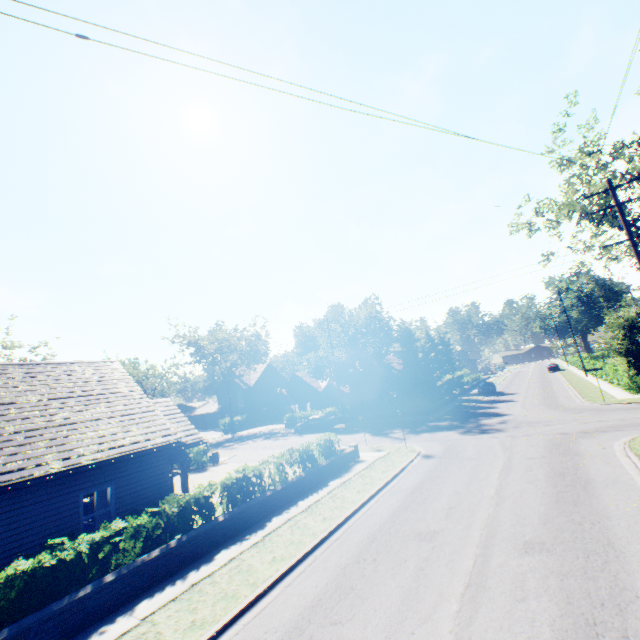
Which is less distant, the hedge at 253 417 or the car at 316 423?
the car at 316 423

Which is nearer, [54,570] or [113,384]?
[54,570]

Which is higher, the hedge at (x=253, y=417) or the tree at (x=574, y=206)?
the tree at (x=574, y=206)

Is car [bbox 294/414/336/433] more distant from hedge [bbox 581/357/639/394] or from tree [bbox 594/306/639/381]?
hedge [bbox 581/357/639/394]

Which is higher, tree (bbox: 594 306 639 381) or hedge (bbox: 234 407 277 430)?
tree (bbox: 594 306 639 381)

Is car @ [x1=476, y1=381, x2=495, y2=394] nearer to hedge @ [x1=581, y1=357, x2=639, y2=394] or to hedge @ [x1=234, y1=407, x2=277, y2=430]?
hedge @ [x1=234, y1=407, x2=277, y2=430]

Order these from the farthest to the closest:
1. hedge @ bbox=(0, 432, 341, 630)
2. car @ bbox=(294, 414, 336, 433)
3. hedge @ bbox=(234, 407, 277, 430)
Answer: hedge @ bbox=(234, 407, 277, 430), car @ bbox=(294, 414, 336, 433), hedge @ bbox=(0, 432, 341, 630)

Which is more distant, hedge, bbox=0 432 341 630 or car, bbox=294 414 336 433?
car, bbox=294 414 336 433
